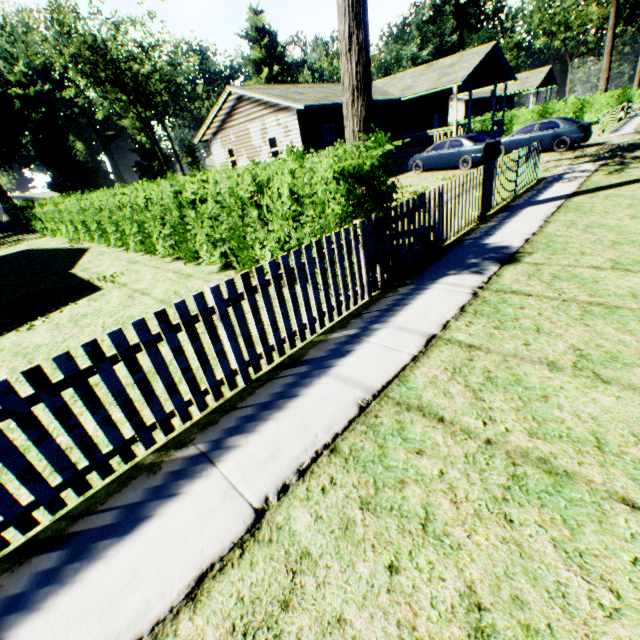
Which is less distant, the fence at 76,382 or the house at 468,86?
the fence at 76,382

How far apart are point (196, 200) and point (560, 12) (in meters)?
89.18

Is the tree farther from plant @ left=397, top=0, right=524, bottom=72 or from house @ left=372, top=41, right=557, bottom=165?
plant @ left=397, top=0, right=524, bottom=72

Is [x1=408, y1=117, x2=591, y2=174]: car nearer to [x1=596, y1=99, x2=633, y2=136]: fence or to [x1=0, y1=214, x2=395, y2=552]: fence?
[x1=0, y1=214, x2=395, y2=552]: fence

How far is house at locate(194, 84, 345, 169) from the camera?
19.0m

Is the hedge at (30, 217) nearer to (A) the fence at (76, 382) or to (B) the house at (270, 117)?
(A) the fence at (76, 382)

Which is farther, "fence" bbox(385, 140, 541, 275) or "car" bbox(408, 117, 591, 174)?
"car" bbox(408, 117, 591, 174)
